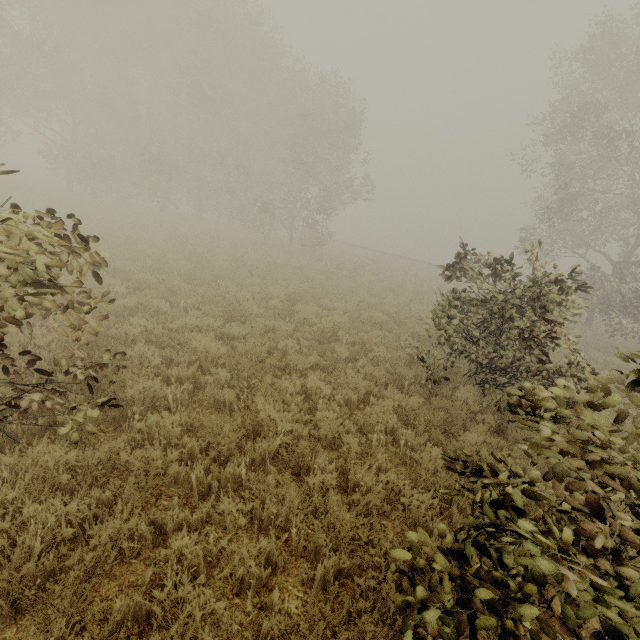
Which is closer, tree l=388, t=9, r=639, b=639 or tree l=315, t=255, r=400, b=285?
tree l=388, t=9, r=639, b=639

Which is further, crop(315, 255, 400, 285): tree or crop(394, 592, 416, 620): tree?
crop(315, 255, 400, 285): tree

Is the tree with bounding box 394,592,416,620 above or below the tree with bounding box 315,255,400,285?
above

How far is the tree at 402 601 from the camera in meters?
2.3 m

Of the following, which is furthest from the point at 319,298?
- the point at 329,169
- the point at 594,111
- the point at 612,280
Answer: the point at 612,280

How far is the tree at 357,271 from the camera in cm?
1827

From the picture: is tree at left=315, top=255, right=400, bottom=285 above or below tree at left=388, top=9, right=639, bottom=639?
below

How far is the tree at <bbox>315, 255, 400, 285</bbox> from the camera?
18.27m
